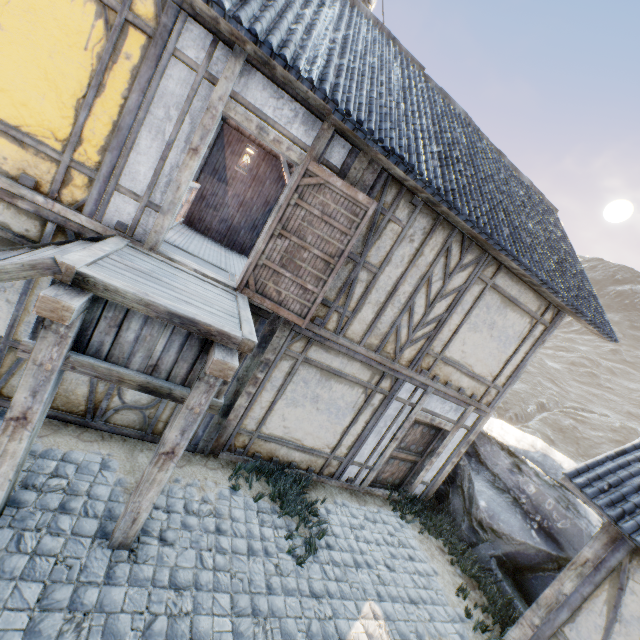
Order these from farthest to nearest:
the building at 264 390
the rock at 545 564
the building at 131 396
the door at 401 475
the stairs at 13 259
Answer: the door at 401 475 → the rock at 545 564 → the building at 131 396 → the building at 264 390 → the stairs at 13 259

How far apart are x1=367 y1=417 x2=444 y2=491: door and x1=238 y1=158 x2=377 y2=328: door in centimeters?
360cm

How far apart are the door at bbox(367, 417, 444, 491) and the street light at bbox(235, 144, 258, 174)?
5.0m

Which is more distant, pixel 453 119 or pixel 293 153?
pixel 453 119

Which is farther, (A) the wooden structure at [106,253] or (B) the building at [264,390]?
(B) the building at [264,390]

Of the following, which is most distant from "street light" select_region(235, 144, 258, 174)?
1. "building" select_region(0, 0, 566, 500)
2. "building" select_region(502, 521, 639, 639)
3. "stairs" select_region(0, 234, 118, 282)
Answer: "building" select_region(502, 521, 639, 639)

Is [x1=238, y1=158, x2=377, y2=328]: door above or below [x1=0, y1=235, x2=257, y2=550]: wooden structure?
above

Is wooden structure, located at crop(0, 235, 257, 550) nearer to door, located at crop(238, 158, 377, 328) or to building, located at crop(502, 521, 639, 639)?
door, located at crop(238, 158, 377, 328)
